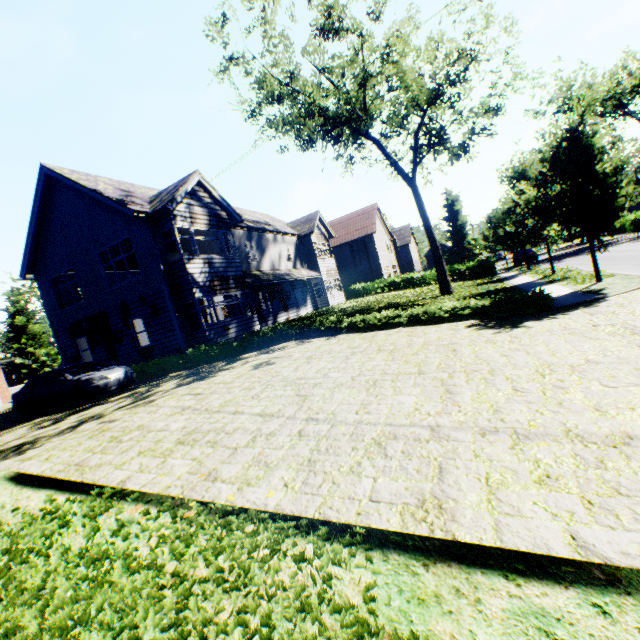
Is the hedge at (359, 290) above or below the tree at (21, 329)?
below

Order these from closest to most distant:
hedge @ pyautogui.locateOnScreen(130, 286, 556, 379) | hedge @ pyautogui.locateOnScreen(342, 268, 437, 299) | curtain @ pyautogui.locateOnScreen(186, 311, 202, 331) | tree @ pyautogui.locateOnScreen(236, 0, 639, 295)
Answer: hedge @ pyautogui.locateOnScreen(130, 286, 556, 379) → tree @ pyautogui.locateOnScreen(236, 0, 639, 295) → curtain @ pyautogui.locateOnScreen(186, 311, 202, 331) → hedge @ pyautogui.locateOnScreen(342, 268, 437, 299)

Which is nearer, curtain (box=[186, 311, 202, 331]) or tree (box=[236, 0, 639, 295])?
tree (box=[236, 0, 639, 295])

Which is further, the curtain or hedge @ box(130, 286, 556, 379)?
the curtain

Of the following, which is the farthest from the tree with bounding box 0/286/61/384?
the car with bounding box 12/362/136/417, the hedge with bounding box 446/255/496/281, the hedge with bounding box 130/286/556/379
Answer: the car with bounding box 12/362/136/417

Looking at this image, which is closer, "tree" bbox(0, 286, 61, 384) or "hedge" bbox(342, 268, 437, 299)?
"hedge" bbox(342, 268, 437, 299)

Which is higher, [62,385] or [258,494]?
[62,385]

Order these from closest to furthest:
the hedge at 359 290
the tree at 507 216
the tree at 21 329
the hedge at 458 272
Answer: the tree at 507 216 < the hedge at 458 272 < the hedge at 359 290 < the tree at 21 329
